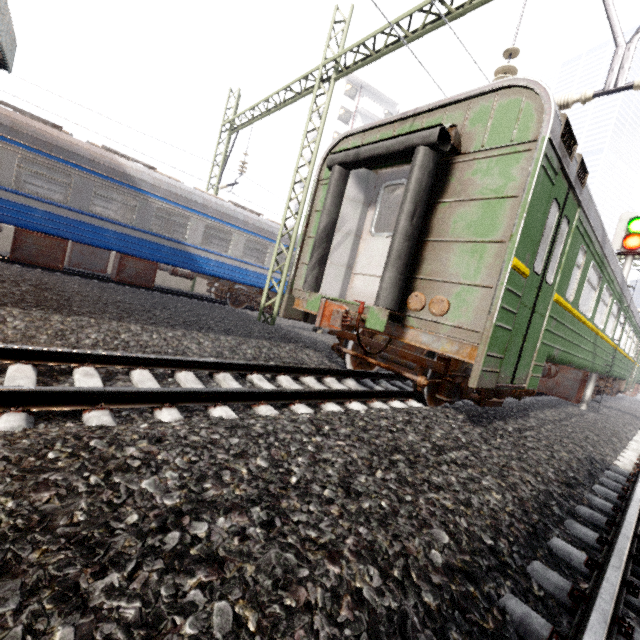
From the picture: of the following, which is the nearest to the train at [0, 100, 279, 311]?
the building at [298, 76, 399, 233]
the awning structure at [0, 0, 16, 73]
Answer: the awning structure at [0, 0, 16, 73]

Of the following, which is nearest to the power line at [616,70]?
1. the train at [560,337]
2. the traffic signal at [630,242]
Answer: the train at [560,337]

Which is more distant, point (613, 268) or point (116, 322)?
point (613, 268)

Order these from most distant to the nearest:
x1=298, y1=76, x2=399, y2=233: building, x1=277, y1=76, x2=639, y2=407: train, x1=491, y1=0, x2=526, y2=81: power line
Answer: x1=298, y1=76, x2=399, y2=233: building → x1=491, y1=0, x2=526, y2=81: power line → x1=277, y1=76, x2=639, y2=407: train

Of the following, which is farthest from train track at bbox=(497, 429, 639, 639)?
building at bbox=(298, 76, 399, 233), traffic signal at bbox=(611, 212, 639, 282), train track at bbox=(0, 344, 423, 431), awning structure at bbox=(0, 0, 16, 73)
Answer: building at bbox=(298, 76, 399, 233)

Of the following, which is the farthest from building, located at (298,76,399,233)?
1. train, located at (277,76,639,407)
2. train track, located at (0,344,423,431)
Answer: train track, located at (0,344,423,431)

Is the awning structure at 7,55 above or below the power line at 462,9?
below

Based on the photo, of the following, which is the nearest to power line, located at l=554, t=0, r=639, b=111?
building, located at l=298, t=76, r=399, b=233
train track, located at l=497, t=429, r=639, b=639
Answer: train track, located at l=497, t=429, r=639, b=639
